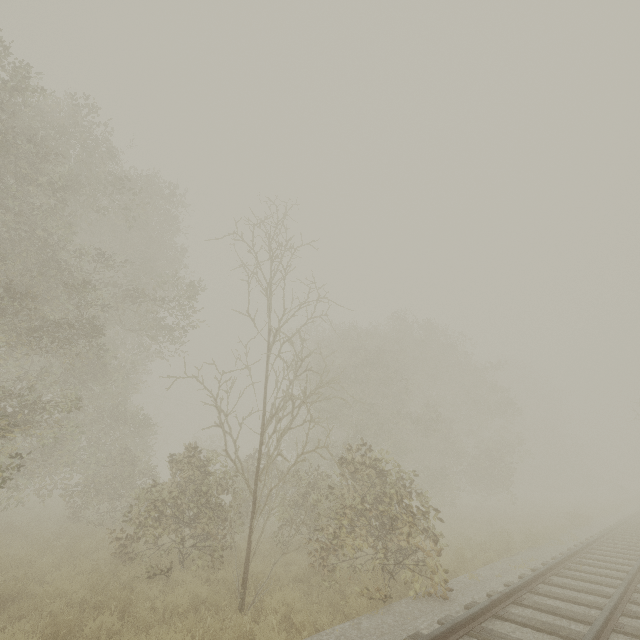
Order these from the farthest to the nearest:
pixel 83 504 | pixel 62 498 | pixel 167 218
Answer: pixel 62 498 < pixel 167 218 < pixel 83 504
